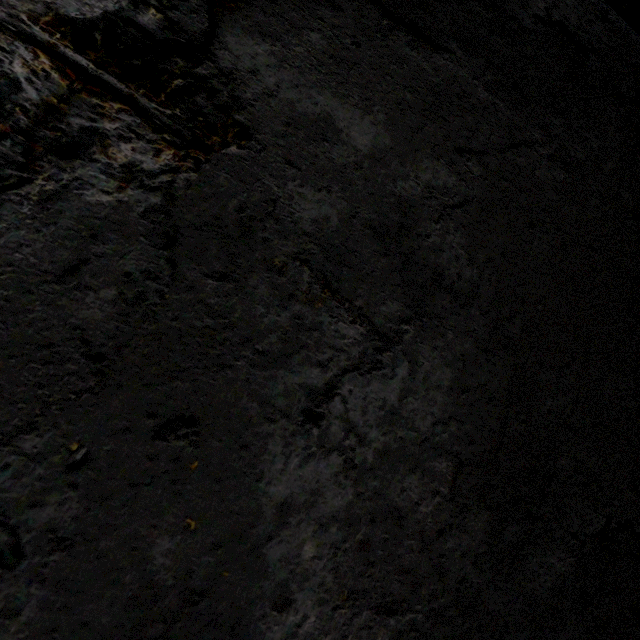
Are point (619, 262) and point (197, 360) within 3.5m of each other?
yes
